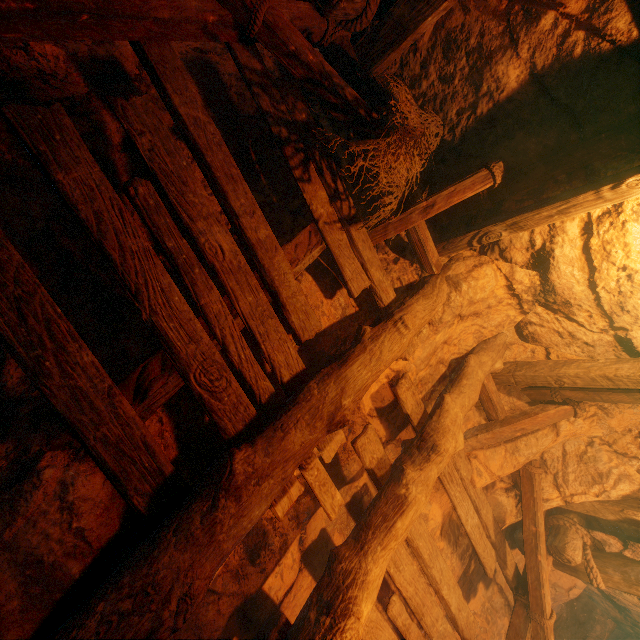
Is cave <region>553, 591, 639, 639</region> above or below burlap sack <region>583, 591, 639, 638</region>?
below

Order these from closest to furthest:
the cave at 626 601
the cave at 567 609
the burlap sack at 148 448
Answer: the burlap sack at 148 448, the cave at 626 601, the cave at 567 609

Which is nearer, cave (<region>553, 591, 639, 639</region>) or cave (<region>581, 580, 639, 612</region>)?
cave (<region>581, 580, 639, 612</region>)

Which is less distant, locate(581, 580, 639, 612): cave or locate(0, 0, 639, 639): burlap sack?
locate(0, 0, 639, 639): burlap sack

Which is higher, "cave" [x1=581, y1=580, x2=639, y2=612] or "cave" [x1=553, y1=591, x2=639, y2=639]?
"cave" [x1=581, y1=580, x2=639, y2=612]

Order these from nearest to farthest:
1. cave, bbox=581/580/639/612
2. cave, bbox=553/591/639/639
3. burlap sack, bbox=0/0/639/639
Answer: burlap sack, bbox=0/0/639/639
cave, bbox=581/580/639/612
cave, bbox=553/591/639/639

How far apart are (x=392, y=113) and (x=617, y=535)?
5.94m

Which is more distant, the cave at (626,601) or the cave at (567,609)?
the cave at (567,609)
